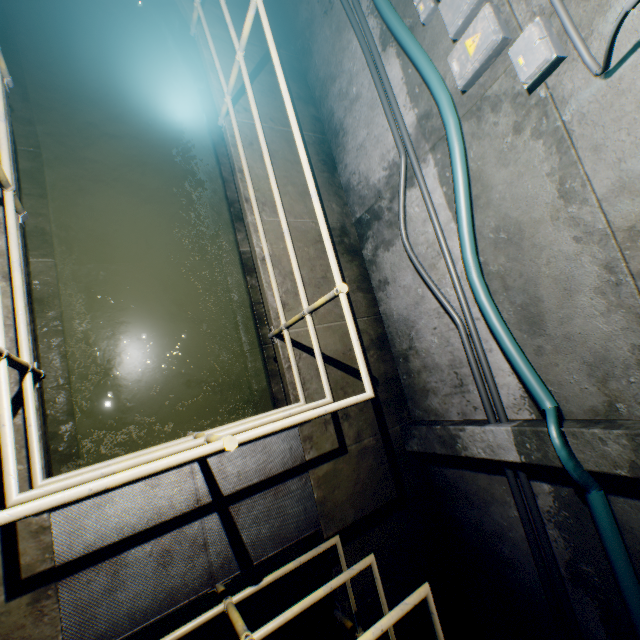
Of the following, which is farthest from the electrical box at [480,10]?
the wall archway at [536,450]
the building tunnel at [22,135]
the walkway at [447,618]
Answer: the wall archway at [536,450]

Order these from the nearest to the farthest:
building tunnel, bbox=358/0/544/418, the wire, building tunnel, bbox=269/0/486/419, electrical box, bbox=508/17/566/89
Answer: the wire, electrical box, bbox=508/17/566/89, building tunnel, bbox=358/0/544/418, building tunnel, bbox=269/0/486/419

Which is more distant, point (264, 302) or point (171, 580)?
point (264, 302)

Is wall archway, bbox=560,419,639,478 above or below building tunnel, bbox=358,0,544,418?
above

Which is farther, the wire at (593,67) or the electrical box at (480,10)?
the electrical box at (480,10)

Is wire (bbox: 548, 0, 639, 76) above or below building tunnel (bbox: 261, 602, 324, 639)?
above

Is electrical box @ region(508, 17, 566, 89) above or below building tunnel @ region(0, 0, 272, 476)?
above

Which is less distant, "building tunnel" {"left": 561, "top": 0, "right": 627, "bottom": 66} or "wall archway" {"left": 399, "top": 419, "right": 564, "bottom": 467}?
"building tunnel" {"left": 561, "top": 0, "right": 627, "bottom": 66}
